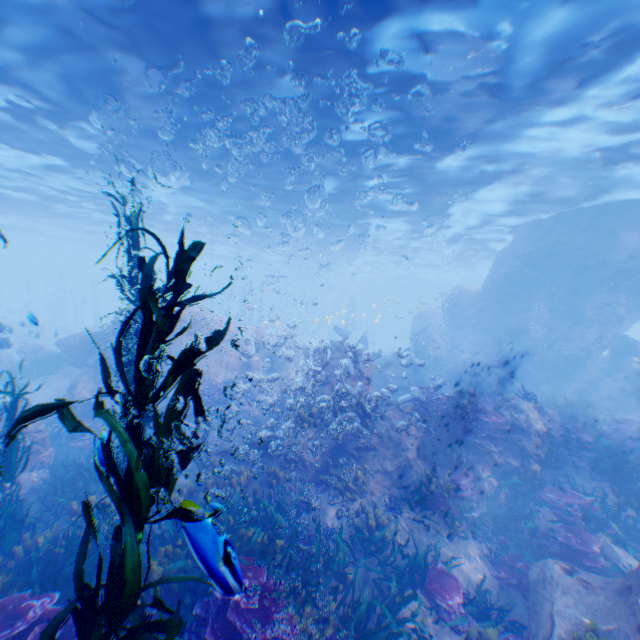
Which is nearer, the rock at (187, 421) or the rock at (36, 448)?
the rock at (36, 448)

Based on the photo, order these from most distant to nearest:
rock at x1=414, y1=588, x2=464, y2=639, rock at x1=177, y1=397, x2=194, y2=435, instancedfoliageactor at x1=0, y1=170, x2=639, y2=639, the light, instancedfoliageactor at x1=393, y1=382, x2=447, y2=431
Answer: rock at x1=177, y1=397, x2=194, y2=435
instancedfoliageactor at x1=393, y1=382, x2=447, y2=431
the light
rock at x1=414, y1=588, x2=464, y2=639
instancedfoliageactor at x1=0, y1=170, x2=639, y2=639

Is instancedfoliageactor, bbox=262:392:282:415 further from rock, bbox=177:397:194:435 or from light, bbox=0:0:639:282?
light, bbox=0:0:639:282

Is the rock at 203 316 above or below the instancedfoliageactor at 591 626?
above

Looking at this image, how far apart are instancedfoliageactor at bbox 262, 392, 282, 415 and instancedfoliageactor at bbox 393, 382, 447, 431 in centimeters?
546cm

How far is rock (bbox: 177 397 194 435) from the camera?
13.2m

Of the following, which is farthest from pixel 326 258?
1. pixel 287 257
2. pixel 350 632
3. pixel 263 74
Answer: pixel 350 632

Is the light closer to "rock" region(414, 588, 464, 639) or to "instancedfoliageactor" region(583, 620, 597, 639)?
"rock" region(414, 588, 464, 639)
